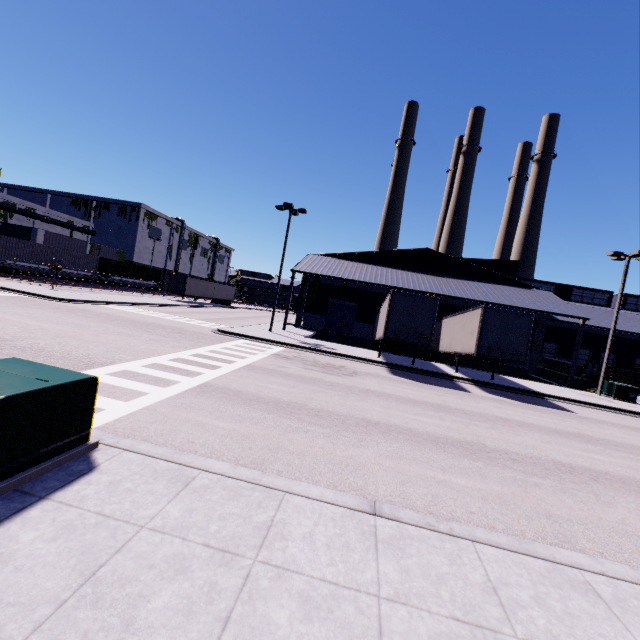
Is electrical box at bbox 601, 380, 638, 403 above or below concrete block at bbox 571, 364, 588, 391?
above

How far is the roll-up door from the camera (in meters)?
33.91

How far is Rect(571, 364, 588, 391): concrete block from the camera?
25.0m

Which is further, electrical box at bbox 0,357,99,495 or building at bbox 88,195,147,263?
building at bbox 88,195,147,263

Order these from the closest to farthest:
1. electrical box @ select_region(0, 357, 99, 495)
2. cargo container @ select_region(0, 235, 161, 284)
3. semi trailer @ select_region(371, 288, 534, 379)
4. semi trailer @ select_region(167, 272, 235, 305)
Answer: electrical box @ select_region(0, 357, 99, 495), semi trailer @ select_region(371, 288, 534, 379), cargo container @ select_region(0, 235, 161, 284), semi trailer @ select_region(167, 272, 235, 305)

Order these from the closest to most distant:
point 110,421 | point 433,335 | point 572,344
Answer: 1. point 110,421
2. point 433,335
3. point 572,344

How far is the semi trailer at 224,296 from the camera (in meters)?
43.81

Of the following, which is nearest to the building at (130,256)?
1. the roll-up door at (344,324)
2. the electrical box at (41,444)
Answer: the roll-up door at (344,324)
